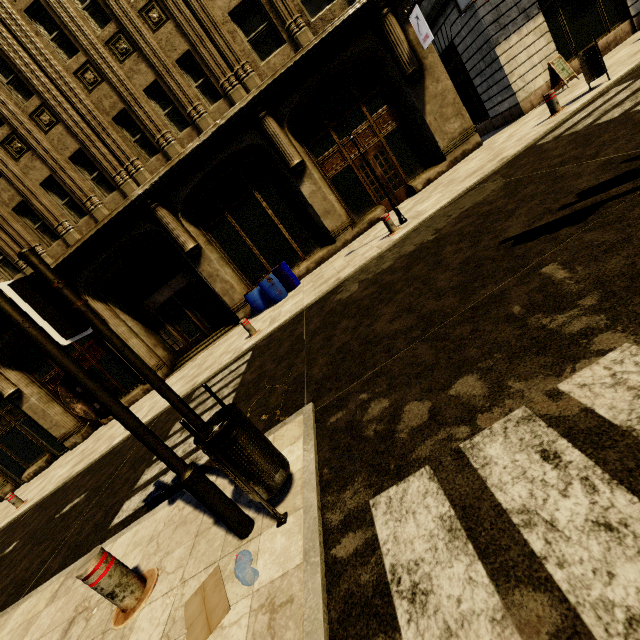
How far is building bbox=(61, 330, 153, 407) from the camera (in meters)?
13.66

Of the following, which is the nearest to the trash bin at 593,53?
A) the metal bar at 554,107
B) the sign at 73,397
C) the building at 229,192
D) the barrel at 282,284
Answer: the metal bar at 554,107

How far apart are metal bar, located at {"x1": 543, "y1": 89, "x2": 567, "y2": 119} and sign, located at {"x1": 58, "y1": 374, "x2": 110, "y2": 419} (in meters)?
11.14

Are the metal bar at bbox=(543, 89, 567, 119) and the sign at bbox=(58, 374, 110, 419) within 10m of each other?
no

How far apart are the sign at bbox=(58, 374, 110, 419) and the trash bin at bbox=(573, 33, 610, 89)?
11.61m

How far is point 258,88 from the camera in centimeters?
1049cm

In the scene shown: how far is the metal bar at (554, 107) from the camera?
8.03m

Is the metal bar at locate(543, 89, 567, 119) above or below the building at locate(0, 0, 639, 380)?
below
